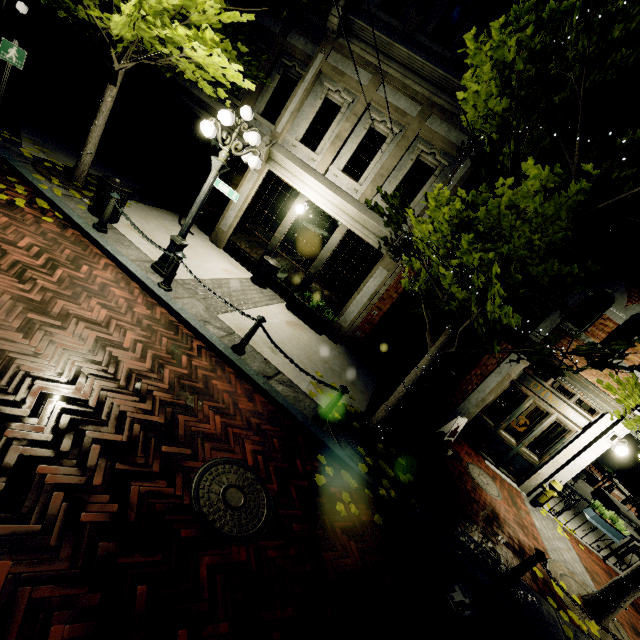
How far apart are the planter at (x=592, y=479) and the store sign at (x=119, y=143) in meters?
23.3

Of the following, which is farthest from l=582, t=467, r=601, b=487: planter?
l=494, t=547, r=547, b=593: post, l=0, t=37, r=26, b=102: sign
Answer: l=0, t=37, r=26, b=102: sign

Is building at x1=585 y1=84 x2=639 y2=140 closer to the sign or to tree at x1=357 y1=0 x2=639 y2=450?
tree at x1=357 y1=0 x2=639 y2=450

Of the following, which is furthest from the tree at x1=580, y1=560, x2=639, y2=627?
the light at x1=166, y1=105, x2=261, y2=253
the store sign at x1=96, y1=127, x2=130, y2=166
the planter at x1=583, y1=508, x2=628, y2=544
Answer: the store sign at x1=96, y1=127, x2=130, y2=166

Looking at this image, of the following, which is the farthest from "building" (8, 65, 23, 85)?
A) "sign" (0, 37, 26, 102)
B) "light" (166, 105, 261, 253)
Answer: "sign" (0, 37, 26, 102)

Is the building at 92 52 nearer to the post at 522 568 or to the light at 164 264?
the light at 164 264

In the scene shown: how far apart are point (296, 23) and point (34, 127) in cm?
826

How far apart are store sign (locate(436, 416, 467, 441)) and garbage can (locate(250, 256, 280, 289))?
6.46m
